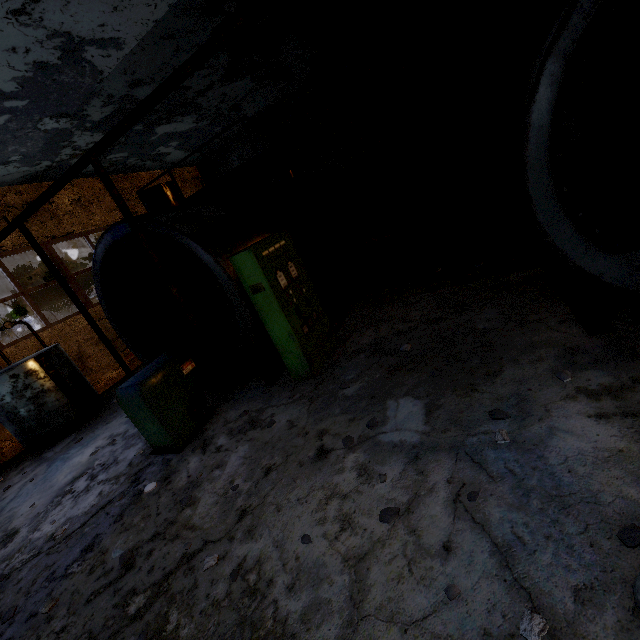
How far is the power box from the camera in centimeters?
506cm

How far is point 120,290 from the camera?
6.2m

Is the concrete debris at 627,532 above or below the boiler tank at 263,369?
below

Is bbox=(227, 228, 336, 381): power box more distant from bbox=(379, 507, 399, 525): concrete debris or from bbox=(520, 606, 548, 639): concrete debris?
bbox=(520, 606, 548, 639): concrete debris

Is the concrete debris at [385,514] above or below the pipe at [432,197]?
below

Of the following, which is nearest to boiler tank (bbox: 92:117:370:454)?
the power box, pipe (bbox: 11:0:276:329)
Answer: the power box

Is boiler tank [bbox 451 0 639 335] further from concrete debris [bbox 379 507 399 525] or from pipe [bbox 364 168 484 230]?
pipe [bbox 364 168 484 230]

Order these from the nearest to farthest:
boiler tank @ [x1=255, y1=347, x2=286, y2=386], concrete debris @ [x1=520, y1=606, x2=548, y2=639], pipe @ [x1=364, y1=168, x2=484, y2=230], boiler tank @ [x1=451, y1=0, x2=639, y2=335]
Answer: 1. concrete debris @ [x1=520, y1=606, x2=548, y2=639]
2. boiler tank @ [x1=451, y1=0, x2=639, y2=335]
3. boiler tank @ [x1=255, y1=347, x2=286, y2=386]
4. pipe @ [x1=364, y1=168, x2=484, y2=230]
